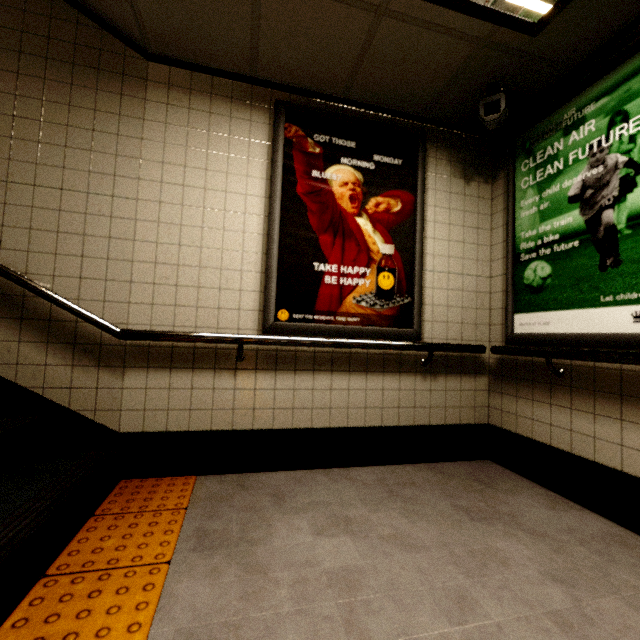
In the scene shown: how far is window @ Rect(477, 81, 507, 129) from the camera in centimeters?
226cm

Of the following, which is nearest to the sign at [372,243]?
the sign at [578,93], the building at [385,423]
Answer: the building at [385,423]

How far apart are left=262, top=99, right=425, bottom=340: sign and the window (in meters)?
0.42

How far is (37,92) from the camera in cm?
210

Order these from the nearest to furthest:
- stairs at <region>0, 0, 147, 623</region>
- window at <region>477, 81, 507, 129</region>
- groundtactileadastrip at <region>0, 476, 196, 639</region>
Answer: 1. groundtactileadastrip at <region>0, 476, 196, 639</region>
2. stairs at <region>0, 0, 147, 623</region>
3. window at <region>477, 81, 507, 129</region>

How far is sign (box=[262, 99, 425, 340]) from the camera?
2.4 meters

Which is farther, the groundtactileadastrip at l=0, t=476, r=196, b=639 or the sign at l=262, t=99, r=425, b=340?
the sign at l=262, t=99, r=425, b=340

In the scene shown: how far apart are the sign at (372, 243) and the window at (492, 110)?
0.4m
